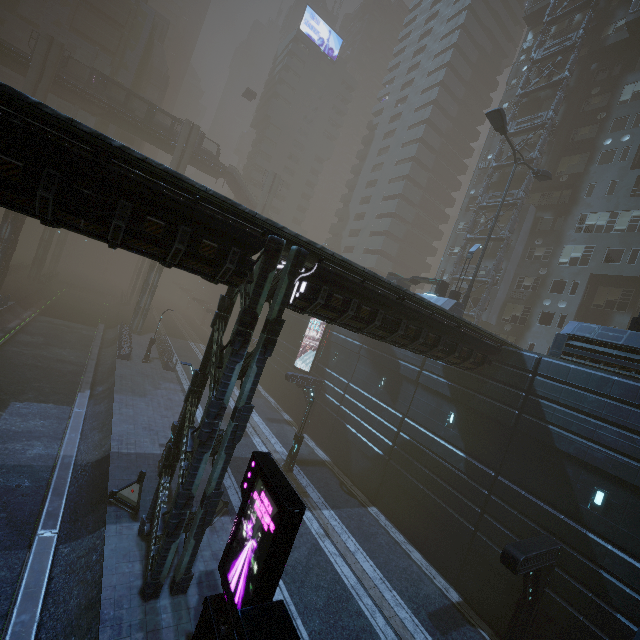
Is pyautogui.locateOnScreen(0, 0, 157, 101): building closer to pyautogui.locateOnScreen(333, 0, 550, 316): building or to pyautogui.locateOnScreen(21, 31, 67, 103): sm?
pyautogui.locateOnScreen(333, 0, 550, 316): building

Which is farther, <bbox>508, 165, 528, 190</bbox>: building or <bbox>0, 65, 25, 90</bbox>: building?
<bbox>0, 65, 25, 90</bbox>: building

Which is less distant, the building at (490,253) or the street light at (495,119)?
the street light at (495,119)

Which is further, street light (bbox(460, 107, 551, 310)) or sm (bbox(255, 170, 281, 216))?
sm (bbox(255, 170, 281, 216))

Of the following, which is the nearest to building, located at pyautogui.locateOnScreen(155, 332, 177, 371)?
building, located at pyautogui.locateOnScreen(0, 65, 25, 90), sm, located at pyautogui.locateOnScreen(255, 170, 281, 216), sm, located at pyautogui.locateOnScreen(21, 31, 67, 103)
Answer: building, located at pyautogui.locateOnScreen(0, 65, 25, 90)

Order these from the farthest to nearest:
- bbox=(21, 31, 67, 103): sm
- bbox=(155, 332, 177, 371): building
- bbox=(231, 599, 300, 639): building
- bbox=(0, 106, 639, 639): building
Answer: bbox=(21, 31, 67, 103): sm, bbox=(155, 332, 177, 371): building, bbox=(0, 106, 639, 639): building, bbox=(231, 599, 300, 639): building

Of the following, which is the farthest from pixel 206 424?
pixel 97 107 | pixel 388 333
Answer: pixel 97 107

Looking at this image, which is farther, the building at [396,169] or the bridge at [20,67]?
the building at [396,169]
